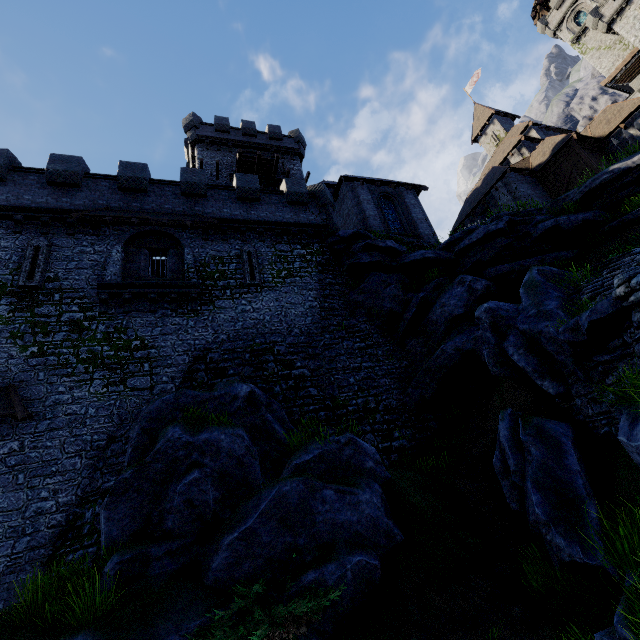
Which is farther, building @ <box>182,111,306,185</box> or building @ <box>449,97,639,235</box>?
building @ <box>182,111,306,185</box>

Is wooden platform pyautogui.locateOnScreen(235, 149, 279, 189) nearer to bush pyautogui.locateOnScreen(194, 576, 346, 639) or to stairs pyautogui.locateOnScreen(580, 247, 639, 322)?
stairs pyautogui.locateOnScreen(580, 247, 639, 322)

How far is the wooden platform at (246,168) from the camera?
26.59m

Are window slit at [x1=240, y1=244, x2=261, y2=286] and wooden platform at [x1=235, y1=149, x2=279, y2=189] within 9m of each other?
no

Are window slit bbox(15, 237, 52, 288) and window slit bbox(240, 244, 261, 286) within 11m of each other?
yes

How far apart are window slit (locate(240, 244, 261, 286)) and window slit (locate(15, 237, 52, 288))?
8.29m

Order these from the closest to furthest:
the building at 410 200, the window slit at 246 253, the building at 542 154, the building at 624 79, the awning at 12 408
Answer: the awning at 12 408, the window slit at 246 253, the building at 410 200, the building at 542 154, the building at 624 79

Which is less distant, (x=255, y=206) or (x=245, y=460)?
(x=245, y=460)
